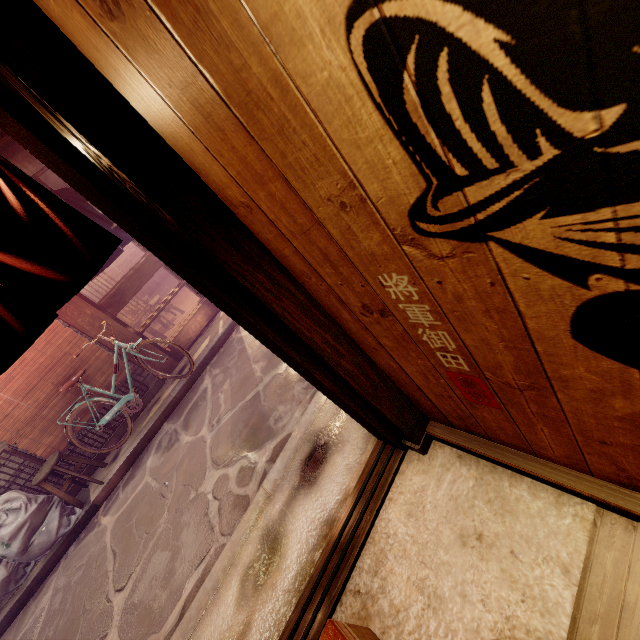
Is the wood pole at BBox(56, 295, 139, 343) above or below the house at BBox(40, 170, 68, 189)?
below

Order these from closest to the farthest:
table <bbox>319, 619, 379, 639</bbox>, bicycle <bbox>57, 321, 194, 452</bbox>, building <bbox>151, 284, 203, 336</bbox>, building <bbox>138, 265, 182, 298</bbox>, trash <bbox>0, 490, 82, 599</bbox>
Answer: table <bbox>319, 619, 379, 639</bbox>, trash <bbox>0, 490, 82, 599</bbox>, bicycle <bbox>57, 321, 194, 452</bbox>, building <bbox>151, 284, 203, 336</bbox>, building <bbox>138, 265, 182, 298</bbox>

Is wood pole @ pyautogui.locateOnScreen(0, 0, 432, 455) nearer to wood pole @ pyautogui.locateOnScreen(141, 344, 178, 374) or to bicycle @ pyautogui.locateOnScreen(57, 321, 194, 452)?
bicycle @ pyautogui.locateOnScreen(57, 321, 194, 452)

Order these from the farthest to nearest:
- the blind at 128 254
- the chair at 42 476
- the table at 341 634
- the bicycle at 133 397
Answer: the blind at 128 254
the bicycle at 133 397
the chair at 42 476
the table at 341 634

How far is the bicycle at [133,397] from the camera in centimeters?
921cm

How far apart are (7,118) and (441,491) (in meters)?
4.62

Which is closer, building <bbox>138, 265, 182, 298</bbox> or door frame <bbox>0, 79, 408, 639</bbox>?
door frame <bbox>0, 79, 408, 639</bbox>

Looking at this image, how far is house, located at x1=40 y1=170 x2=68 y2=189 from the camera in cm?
922
